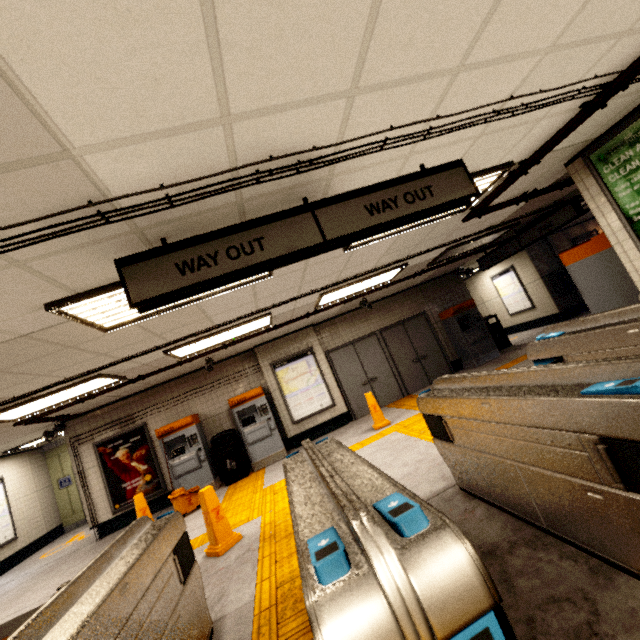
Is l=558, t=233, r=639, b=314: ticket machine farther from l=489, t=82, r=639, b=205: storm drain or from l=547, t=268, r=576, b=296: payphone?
l=547, t=268, r=576, b=296: payphone

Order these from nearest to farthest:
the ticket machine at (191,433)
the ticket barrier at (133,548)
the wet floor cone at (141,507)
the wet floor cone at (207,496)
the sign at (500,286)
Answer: the ticket barrier at (133,548) → the wet floor cone at (207,496) → the wet floor cone at (141,507) → the ticket machine at (191,433) → the sign at (500,286)

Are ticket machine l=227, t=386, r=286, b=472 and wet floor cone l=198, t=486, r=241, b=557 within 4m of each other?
yes

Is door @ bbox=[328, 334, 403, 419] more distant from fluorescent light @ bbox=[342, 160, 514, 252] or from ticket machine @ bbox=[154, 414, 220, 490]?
fluorescent light @ bbox=[342, 160, 514, 252]

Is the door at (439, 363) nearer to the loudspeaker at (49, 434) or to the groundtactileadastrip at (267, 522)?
the groundtactileadastrip at (267, 522)

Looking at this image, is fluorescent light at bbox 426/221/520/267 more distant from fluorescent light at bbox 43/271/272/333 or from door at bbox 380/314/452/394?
fluorescent light at bbox 43/271/272/333

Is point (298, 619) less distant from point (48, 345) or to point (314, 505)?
point (314, 505)

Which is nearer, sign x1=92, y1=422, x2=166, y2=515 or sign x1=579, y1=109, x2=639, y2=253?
sign x1=579, y1=109, x2=639, y2=253
